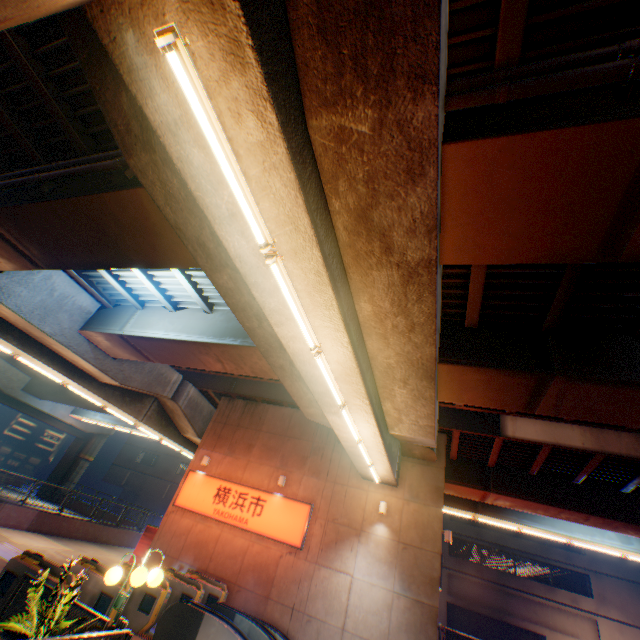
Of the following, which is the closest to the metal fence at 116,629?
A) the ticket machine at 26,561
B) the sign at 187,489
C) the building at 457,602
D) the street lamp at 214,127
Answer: the ticket machine at 26,561

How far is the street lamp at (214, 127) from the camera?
2.84m

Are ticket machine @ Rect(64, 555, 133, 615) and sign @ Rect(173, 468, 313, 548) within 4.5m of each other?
no

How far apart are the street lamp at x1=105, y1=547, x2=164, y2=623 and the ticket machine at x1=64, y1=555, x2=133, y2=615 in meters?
3.0 m

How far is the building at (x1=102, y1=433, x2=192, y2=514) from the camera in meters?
42.0 m

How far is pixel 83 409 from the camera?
33.53m

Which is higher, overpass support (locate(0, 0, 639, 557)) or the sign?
overpass support (locate(0, 0, 639, 557))

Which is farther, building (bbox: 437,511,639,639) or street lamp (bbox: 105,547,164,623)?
building (bbox: 437,511,639,639)
